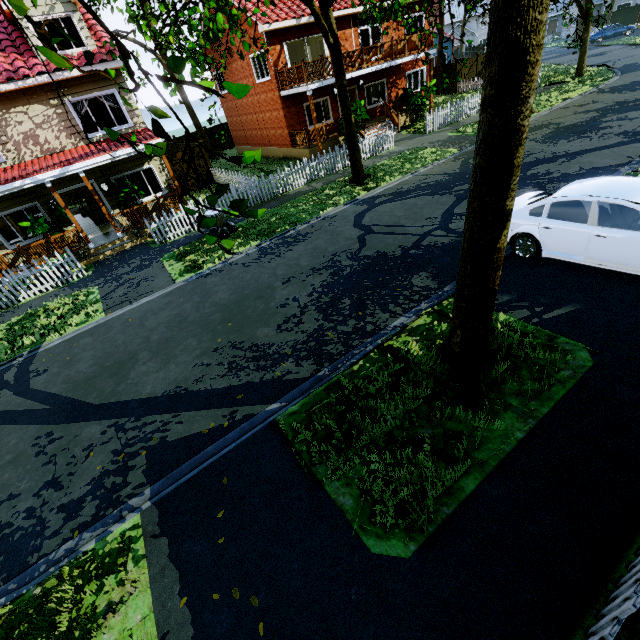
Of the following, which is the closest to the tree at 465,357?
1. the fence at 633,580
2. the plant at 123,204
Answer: the fence at 633,580

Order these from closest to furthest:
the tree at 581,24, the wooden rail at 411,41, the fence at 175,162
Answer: the tree at 581,24 < the wooden rail at 411,41 < the fence at 175,162

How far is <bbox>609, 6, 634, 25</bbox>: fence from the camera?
45.62m

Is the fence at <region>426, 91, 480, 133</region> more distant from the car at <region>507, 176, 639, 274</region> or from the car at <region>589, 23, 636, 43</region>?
the car at <region>507, 176, 639, 274</region>

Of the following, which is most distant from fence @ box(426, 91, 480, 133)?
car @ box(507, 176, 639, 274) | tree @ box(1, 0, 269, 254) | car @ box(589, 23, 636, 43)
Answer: car @ box(507, 176, 639, 274)

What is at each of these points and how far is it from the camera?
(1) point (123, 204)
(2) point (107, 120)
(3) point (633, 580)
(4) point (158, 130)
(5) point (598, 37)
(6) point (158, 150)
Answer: (1) plant, 14.3m
(2) bookshelf, 17.5m
(3) fence, 2.6m
(4) tree, 1.8m
(5) car, 37.8m
(6) tree, 2.4m

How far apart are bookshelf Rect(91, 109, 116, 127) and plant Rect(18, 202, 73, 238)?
7.0m

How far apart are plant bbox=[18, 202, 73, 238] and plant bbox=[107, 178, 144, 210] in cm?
194
